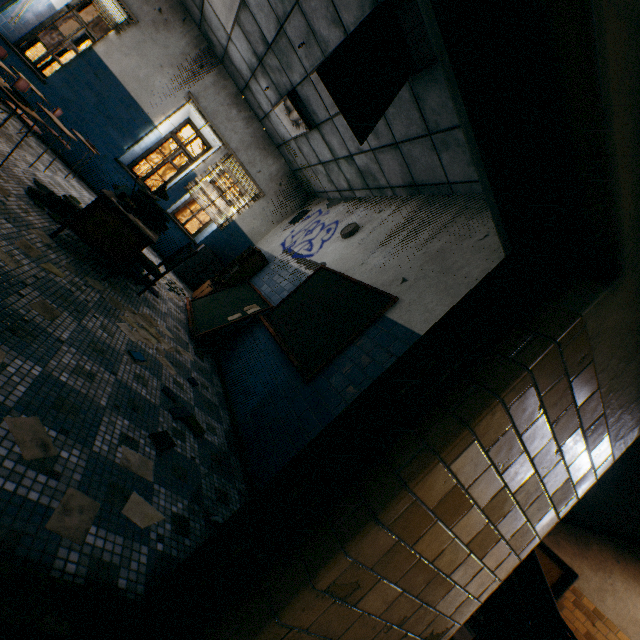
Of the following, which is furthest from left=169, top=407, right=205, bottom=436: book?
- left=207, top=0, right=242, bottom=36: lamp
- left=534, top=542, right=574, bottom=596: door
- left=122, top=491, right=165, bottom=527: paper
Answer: left=534, top=542, right=574, bottom=596: door

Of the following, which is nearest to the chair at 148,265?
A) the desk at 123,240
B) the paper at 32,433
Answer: the desk at 123,240

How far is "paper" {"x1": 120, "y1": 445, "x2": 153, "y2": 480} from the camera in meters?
1.8

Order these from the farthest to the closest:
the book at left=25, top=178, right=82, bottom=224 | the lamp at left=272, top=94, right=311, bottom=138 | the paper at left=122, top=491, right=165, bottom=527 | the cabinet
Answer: the cabinet
the lamp at left=272, top=94, right=311, bottom=138
the book at left=25, top=178, right=82, bottom=224
the paper at left=122, top=491, right=165, bottom=527

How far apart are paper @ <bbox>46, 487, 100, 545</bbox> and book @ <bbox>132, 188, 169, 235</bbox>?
3.47m

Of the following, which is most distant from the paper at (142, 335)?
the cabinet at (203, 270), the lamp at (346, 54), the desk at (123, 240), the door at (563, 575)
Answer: the door at (563, 575)

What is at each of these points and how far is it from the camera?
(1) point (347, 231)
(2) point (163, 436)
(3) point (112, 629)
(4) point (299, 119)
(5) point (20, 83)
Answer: (1) clock, 5.4m
(2) book, 2.2m
(3) door frame, 1.1m
(4) lamp, 6.1m
(5) student desk, 4.3m

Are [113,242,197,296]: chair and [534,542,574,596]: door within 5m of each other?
no
